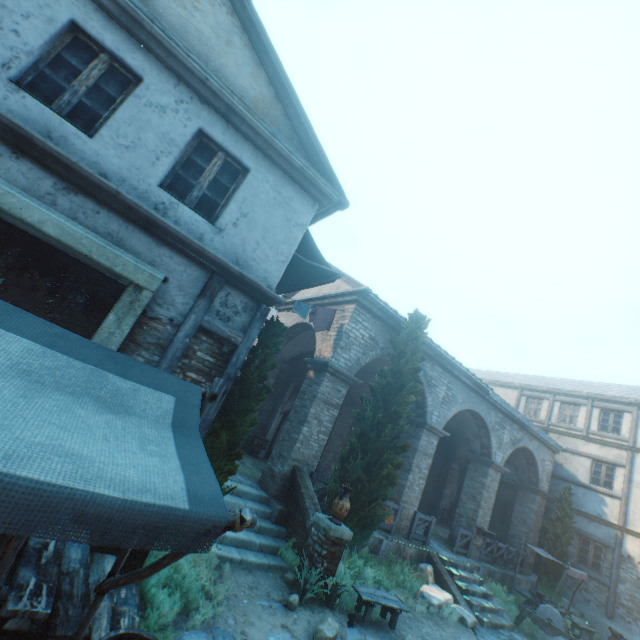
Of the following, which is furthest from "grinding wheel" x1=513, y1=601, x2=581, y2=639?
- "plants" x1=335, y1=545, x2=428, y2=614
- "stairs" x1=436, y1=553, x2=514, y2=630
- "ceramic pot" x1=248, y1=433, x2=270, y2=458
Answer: "ceramic pot" x1=248, y1=433, x2=270, y2=458

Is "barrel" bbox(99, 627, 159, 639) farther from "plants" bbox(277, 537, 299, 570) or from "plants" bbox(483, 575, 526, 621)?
"plants" bbox(483, 575, 526, 621)

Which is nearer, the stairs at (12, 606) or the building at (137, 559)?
the stairs at (12, 606)

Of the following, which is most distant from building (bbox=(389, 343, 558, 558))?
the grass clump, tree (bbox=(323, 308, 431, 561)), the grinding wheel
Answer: the grinding wheel

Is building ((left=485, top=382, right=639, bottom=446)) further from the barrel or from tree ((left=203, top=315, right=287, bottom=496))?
the barrel

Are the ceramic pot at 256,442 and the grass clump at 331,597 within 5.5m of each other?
no

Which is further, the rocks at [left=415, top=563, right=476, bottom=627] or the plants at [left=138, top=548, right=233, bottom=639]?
the rocks at [left=415, top=563, right=476, bottom=627]

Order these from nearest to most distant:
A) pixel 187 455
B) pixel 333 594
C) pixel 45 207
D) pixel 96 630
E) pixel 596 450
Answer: pixel 187 455
pixel 96 630
pixel 45 207
pixel 333 594
pixel 596 450
